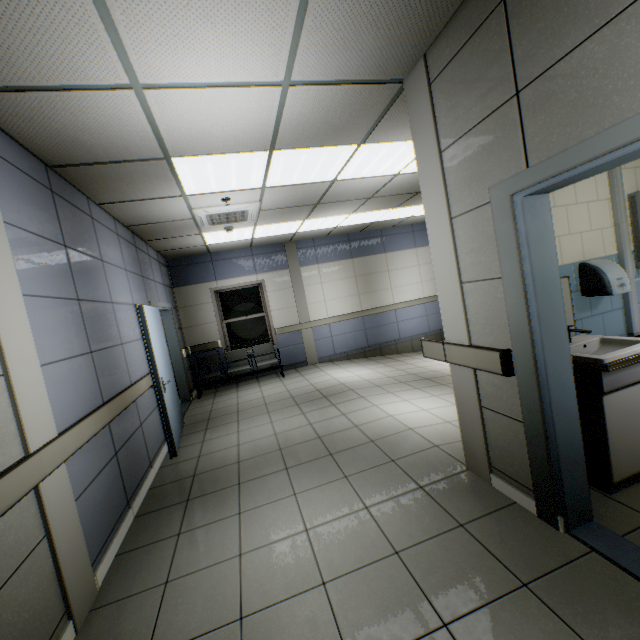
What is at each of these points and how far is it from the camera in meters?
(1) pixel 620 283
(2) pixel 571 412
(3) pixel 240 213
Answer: (1) hand dryer, 2.6
(2) door, 1.9
(3) air conditioning vent, 5.0

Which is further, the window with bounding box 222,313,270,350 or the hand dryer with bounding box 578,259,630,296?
the window with bounding box 222,313,270,350

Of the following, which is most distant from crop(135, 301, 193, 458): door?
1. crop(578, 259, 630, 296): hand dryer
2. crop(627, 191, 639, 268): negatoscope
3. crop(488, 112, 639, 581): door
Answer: crop(627, 191, 639, 268): negatoscope

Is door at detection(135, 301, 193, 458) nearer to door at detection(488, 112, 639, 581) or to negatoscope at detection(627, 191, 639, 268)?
door at detection(488, 112, 639, 581)

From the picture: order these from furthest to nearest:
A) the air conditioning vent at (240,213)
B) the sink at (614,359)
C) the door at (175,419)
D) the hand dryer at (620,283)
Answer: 1. the air conditioning vent at (240,213)
2. the door at (175,419)
3. the hand dryer at (620,283)
4. the sink at (614,359)

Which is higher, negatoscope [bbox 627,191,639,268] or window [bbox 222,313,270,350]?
negatoscope [bbox 627,191,639,268]

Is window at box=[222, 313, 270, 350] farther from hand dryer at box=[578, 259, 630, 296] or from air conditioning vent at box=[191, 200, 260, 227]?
hand dryer at box=[578, 259, 630, 296]

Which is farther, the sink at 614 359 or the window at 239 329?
the window at 239 329
